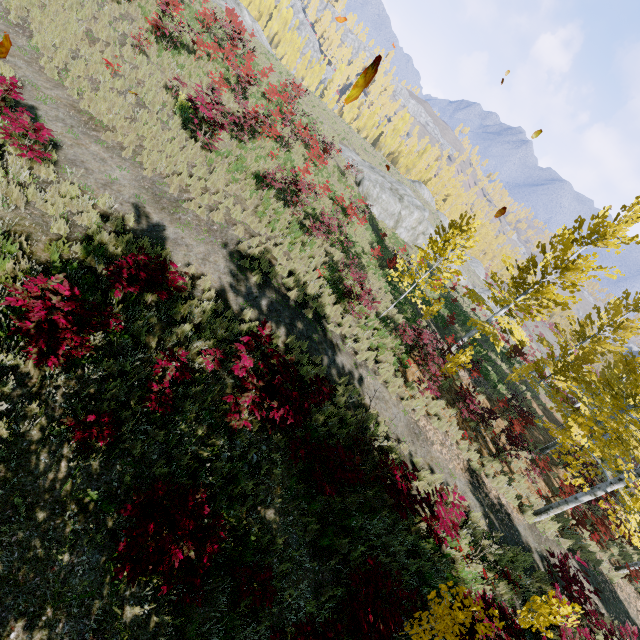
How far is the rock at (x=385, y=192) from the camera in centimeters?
2873cm

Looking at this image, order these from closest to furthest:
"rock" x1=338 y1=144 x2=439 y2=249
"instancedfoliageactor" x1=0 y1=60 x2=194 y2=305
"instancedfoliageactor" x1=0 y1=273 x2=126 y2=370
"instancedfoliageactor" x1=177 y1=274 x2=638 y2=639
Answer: "instancedfoliageactor" x1=0 y1=273 x2=126 y2=370, "instancedfoliageactor" x1=177 y1=274 x2=638 y2=639, "instancedfoliageactor" x1=0 y1=60 x2=194 y2=305, "rock" x1=338 y1=144 x2=439 y2=249

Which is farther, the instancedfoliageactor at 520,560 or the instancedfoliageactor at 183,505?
the instancedfoliageactor at 520,560

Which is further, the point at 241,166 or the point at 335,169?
the point at 335,169

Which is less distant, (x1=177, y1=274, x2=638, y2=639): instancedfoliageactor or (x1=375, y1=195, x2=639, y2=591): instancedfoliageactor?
(x1=177, y1=274, x2=638, y2=639): instancedfoliageactor

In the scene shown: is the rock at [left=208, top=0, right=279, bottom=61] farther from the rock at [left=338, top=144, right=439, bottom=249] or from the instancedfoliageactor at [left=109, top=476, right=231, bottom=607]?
the rock at [left=338, top=144, right=439, bottom=249]

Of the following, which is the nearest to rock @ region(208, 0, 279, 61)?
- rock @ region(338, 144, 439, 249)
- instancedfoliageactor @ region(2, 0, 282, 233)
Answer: instancedfoliageactor @ region(2, 0, 282, 233)
